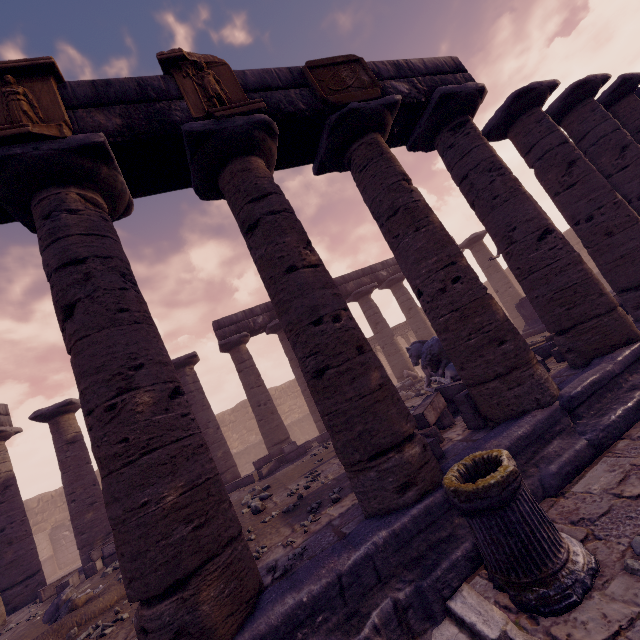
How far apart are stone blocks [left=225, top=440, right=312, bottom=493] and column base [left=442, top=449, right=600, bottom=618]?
9.1 meters

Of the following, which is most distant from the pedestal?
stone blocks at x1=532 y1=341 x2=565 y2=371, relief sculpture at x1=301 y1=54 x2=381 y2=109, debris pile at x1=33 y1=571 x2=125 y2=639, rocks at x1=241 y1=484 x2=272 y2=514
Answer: debris pile at x1=33 y1=571 x2=125 y2=639

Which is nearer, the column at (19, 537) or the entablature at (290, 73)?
the entablature at (290, 73)

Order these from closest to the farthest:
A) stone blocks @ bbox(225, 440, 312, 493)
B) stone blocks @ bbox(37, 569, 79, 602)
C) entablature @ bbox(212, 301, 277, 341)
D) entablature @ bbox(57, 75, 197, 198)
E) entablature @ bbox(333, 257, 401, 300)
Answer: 1. entablature @ bbox(57, 75, 197, 198)
2. stone blocks @ bbox(37, 569, 79, 602)
3. stone blocks @ bbox(225, 440, 312, 493)
4. entablature @ bbox(212, 301, 277, 341)
5. entablature @ bbox(333, 257, 401, 300)

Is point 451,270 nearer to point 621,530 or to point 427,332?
point 621,530

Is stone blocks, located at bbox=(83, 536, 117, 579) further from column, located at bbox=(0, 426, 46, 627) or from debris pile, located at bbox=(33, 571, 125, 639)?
column, located at bbox=(0, 426, 46, 627)

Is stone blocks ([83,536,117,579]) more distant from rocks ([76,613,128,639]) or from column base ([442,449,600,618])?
column base ([442,449,600,618])

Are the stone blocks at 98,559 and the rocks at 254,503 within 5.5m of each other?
yes
